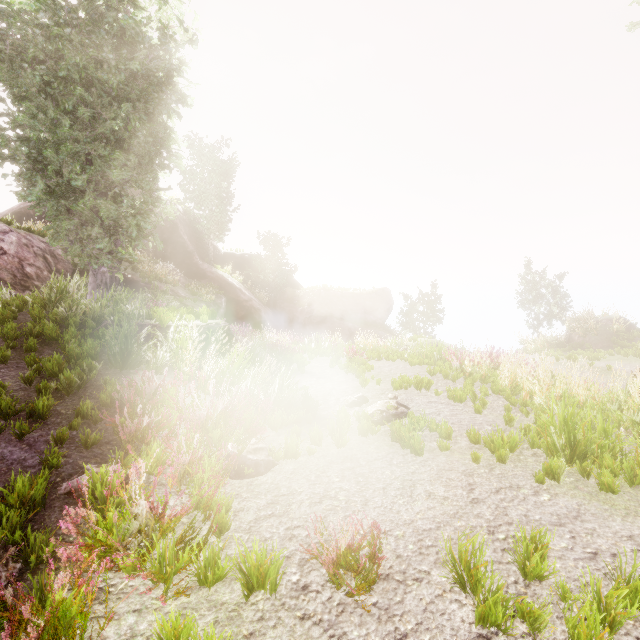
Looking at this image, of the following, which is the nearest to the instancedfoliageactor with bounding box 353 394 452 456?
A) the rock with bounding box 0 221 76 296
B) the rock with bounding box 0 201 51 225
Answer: the rock with bounding box 0 221 76 296

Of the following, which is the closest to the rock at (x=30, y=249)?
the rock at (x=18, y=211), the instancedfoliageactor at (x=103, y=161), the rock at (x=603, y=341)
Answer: the instancedfoliageactor at (x=103, y=161)

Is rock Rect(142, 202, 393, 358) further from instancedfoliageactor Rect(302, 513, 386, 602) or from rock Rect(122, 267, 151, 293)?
rock Rect(122, 267, 151, 293)

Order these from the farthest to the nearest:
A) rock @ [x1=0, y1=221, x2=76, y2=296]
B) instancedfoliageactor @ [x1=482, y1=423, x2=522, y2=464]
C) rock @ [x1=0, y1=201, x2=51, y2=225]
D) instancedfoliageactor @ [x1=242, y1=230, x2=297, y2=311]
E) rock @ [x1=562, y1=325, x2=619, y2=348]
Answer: instancedfoliageactor @ [x1=242, y1=230, x2=297, y2=311]
rock @ [x1=0, y1=201, x2=51, y2=225]
rock @ [x1=562, y1=325, x2=619, y2=348]
rock @ [x1=0, y1=221, x2=76, y2=296]
instancedfoliageactor @ [x1=482, y1=423, x2=522, y2=464]

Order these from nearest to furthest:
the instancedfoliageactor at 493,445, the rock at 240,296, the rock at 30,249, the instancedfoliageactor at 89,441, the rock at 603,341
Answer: the instancedfoliageactor at 89,441 → the instancedfoliageactor at 493,445 → the rock at 30,249 → the rock at 603,341 → the rock at 240,296

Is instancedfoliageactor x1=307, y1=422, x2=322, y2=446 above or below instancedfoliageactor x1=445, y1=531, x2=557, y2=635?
above

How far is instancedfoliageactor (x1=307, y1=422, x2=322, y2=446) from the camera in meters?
5.2

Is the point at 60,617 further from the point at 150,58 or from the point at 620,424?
the point at 150,58
